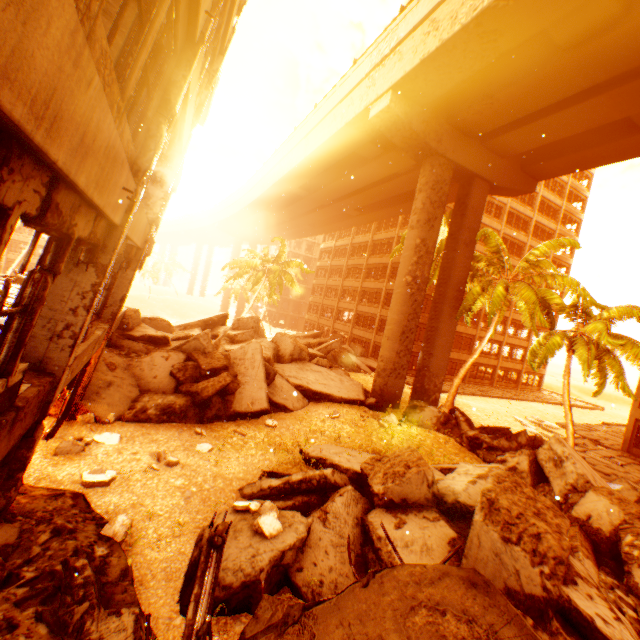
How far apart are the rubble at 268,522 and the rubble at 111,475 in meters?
2.7 m

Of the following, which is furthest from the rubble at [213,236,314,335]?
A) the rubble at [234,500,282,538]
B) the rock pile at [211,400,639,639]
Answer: the rubble at [234,500,282,538]

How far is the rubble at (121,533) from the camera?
5.2 meters

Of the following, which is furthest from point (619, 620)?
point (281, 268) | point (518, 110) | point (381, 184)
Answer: point (281, 268)

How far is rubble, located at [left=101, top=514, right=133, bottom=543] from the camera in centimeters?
515cm

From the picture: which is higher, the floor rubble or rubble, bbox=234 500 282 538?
the floor rubble

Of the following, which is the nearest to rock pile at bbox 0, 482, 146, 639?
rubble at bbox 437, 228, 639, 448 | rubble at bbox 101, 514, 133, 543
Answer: rubble at bbox 101, 514, 133, 543

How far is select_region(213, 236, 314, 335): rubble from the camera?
32.1 meters
